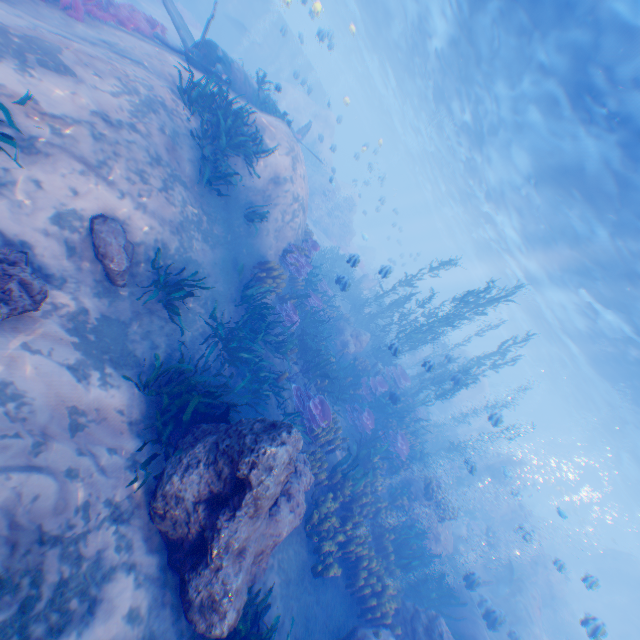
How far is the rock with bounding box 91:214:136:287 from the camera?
5.7m

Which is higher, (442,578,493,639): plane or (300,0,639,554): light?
(300,0,639,554): light

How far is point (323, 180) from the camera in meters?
28.4

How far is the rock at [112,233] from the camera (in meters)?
5.74

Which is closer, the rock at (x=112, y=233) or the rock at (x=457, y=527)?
the rock at (x=112, y=233)

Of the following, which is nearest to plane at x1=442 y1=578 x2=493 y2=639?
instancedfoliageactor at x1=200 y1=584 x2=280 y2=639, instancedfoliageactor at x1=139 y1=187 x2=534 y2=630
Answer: instancedfoliageactor at x1=139 y1=187 x2=534 y2=630

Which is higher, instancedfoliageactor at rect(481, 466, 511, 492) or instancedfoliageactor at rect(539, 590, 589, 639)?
instancedfoliageactor at rect(481, 466, 511, 492)

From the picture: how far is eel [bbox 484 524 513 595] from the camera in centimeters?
1553cm
